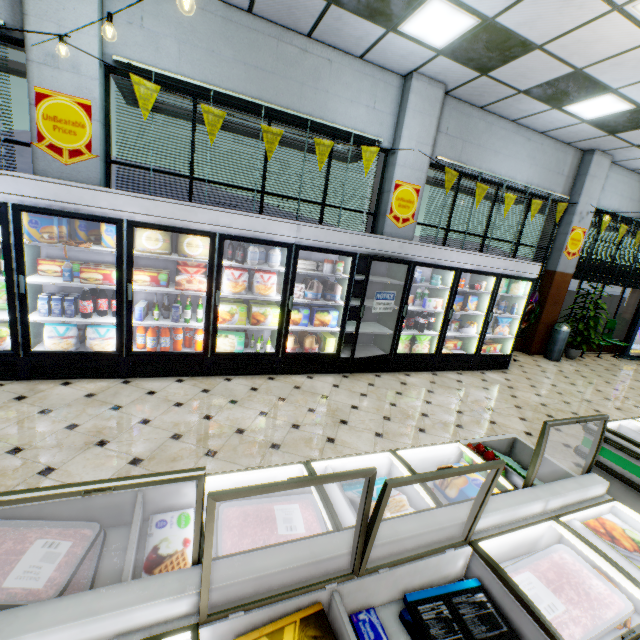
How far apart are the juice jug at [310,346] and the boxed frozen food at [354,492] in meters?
3.2 m

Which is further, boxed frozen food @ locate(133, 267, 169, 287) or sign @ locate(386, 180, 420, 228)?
sign @ locate(386, 180, 420, 228)

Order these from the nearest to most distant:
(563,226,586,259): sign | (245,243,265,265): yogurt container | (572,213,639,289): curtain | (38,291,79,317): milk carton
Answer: (38,291,79,317): milk carton, (245,243,265,265): yogurt container, (563,226,586,259): sign, (572,213,639,289): curtain

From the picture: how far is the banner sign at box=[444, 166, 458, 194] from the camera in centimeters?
603cm

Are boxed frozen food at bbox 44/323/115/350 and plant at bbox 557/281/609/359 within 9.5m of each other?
no

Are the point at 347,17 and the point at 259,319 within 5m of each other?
yes

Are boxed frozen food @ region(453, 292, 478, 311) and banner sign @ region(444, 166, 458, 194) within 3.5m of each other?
yes

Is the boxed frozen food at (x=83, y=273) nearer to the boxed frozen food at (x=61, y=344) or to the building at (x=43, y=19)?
the boxed frozen food at (x=61, y=344)
